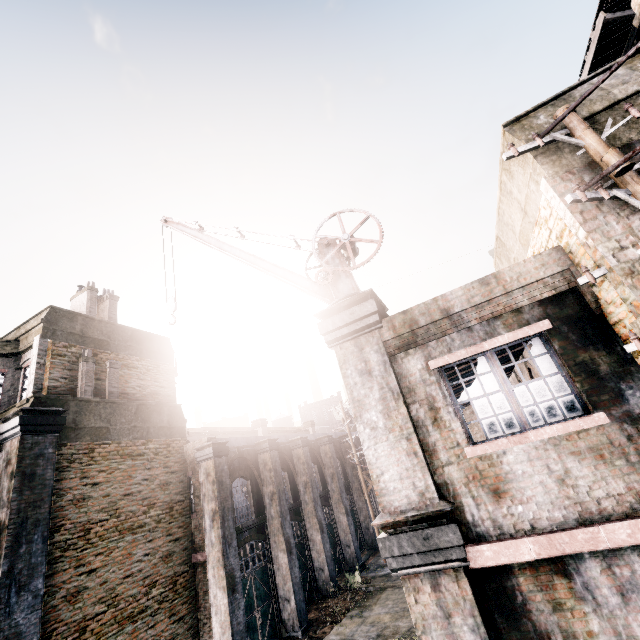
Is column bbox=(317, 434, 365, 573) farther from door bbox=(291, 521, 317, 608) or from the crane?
the crane

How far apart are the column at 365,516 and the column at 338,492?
3.72m

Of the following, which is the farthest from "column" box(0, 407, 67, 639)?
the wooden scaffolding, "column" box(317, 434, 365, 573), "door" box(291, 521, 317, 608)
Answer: the wooden scaffolding

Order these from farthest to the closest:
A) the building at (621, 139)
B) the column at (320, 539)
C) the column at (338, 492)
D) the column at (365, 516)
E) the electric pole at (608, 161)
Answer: the column at (365, 516) → the column at (338, 492) → the column at (320, 539) → the building at (621, 139) → the electric pole at (608, 161)

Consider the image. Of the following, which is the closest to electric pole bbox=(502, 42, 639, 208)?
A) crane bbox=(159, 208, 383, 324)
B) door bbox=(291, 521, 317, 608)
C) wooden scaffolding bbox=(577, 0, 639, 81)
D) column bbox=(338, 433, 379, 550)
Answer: crane bbox=(159, 208, 383, 324)

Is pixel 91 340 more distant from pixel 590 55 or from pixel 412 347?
pixel 590 55

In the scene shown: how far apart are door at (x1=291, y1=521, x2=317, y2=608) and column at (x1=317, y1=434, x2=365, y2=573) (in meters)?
3.91

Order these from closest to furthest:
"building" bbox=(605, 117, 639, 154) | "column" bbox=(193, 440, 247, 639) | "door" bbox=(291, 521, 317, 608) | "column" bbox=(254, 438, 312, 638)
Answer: "building" bbox=(605, 117, 639, 154) < "column" bbox=(193, 440, 247, 639) < "column" bbox=(254, 438, 312, 638) < "door" bbox=(291, 521, 317, 608)
